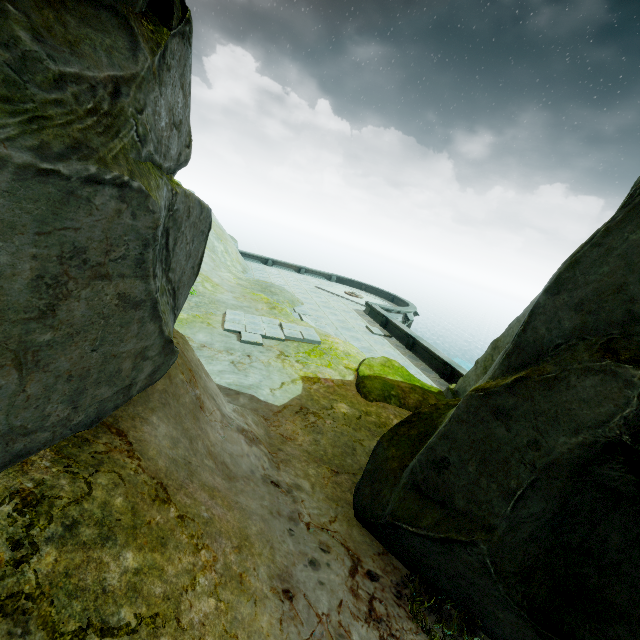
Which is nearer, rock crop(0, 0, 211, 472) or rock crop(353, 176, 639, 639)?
rock crop(0, 0, 211, 472)

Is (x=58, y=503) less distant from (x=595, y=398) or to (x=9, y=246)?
(x=9, y=246)

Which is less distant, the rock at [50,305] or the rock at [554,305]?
the rock at [50,305]
